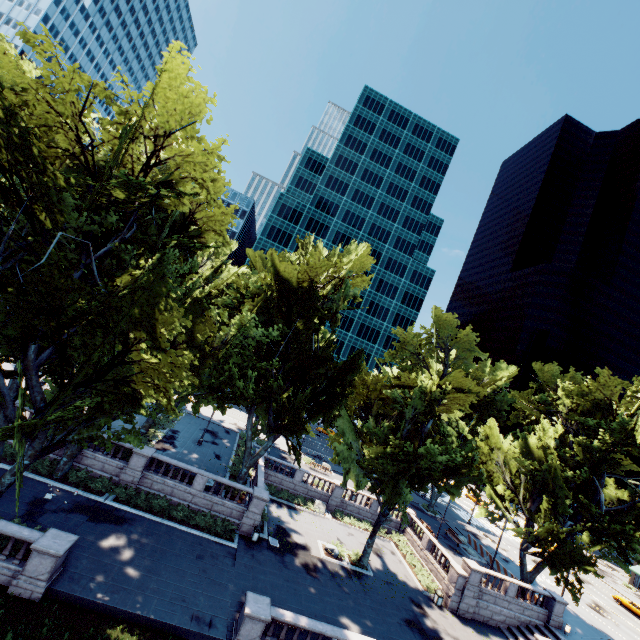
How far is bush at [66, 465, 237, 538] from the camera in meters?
23.1 m

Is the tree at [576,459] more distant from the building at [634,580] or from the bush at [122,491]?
the bush at [122,491]

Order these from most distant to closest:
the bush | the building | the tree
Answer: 1. the building
2. the bush
3. the tree

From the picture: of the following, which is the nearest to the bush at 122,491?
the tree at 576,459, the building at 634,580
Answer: the tree at 576,459

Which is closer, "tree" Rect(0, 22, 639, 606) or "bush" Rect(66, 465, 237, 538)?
"tree" Rect(0, 22, 639, 606)

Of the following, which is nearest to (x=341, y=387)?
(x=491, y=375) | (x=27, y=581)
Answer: (x=27, y=581)

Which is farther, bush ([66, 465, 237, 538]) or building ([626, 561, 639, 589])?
building ([626, 561, 639, 589])

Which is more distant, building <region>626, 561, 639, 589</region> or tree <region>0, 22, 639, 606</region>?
building <region>626, 561, 639, 589</region>
